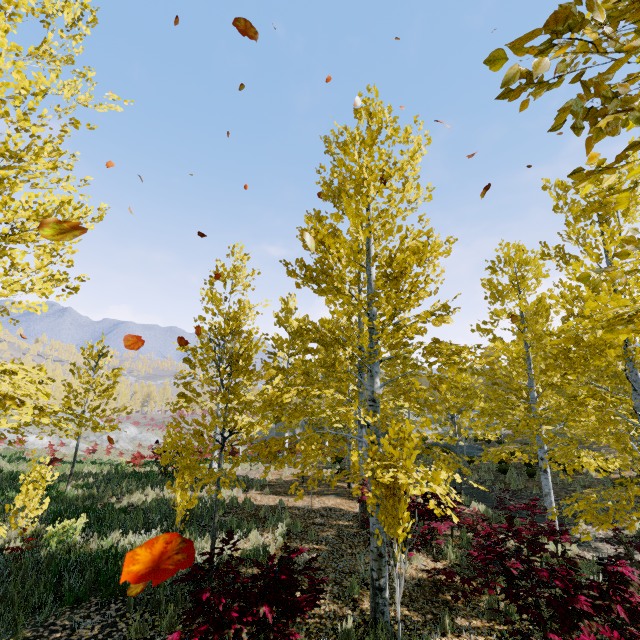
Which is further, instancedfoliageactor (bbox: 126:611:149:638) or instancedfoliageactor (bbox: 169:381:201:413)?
instancedfoliageactor (bbox: 169:381:201:413)

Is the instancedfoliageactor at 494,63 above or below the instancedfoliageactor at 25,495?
above

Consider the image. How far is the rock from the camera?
38.78m

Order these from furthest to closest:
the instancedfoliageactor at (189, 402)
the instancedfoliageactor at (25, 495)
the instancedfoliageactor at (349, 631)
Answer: the instancedfoliageactor at (25, 495), the instancedfoliageactor at (189, 402), the instancedfoliageactor at (349, 631)

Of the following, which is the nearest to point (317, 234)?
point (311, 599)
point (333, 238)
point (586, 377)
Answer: point (333, 238)

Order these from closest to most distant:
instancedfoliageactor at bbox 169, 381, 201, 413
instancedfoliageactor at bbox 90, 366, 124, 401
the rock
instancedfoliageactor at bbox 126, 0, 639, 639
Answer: instancedfoliageactor at bbox 126, 0, 639, 639, instancedfoliageactor at bbox 169, 381, 201, 413, instancedfoliageactor at bbox 90, 366, 124, 401, the rock
